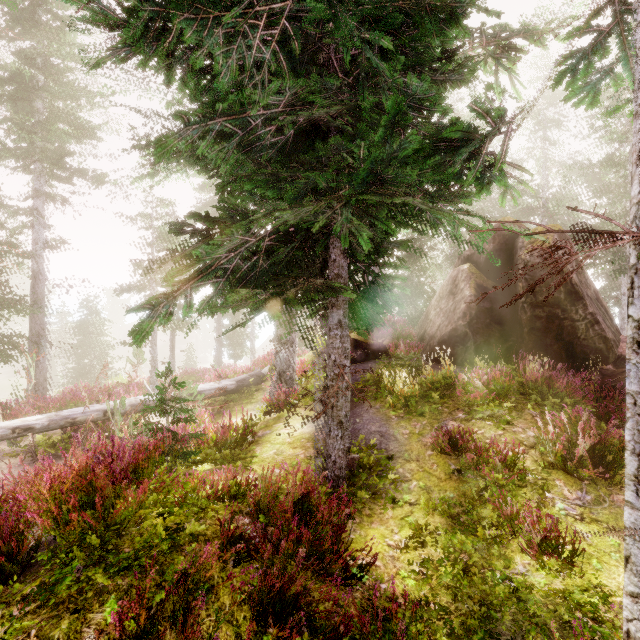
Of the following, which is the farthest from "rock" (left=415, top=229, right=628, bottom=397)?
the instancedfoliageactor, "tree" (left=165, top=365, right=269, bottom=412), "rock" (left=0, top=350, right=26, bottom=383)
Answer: "rock" (left=0, top=350, right=26, bottom=383)

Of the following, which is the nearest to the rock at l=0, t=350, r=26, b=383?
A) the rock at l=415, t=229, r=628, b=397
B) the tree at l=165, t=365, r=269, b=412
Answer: the tree at l=165, t=365, r=269, b=412

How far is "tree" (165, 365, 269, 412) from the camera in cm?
945

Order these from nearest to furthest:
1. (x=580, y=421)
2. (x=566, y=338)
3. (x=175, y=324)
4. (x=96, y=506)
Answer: (x=96, y=506)
(x=580, y=421)
(x=566, y=338)
(x=175, y=324)

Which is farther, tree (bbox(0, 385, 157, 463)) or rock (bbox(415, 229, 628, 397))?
rock (bbox(415, 229, 628, 397))

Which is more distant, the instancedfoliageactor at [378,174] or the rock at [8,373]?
the rock at [8,373]

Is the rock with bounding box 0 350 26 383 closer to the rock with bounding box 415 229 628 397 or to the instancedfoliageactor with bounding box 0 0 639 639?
the instancedfoliageactor with bounding box 0 0 639 639

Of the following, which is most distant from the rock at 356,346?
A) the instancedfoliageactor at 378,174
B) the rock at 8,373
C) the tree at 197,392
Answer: the rock at 8,373
